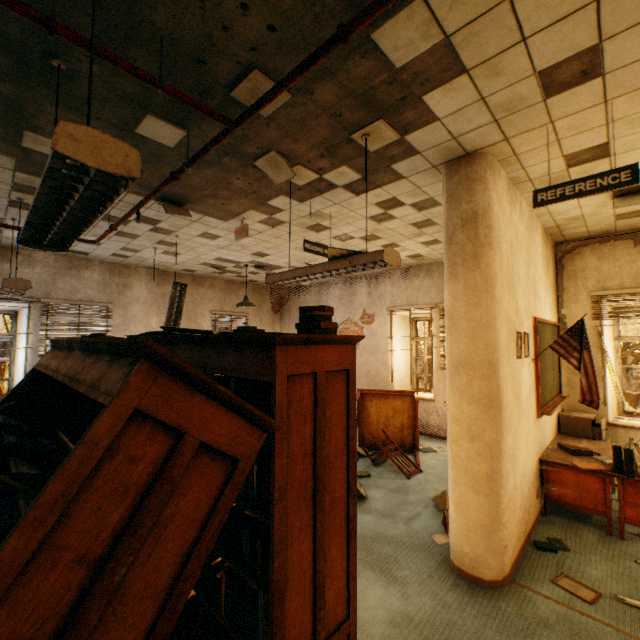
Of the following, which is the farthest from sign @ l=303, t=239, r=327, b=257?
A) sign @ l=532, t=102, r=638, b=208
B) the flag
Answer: the flag

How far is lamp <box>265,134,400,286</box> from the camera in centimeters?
259cm

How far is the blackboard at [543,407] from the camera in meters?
4.1

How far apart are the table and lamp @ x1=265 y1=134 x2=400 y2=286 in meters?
3.0

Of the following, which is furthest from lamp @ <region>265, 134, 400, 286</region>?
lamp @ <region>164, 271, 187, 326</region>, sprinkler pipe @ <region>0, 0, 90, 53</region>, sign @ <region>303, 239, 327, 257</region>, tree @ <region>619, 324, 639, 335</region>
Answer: tree @ <region>619, 324, 639, 335</region>

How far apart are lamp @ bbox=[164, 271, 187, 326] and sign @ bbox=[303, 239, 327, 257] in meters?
2.5

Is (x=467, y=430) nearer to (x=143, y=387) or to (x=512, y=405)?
(x=512, y=405)

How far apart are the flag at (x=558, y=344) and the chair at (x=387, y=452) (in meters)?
2.61
